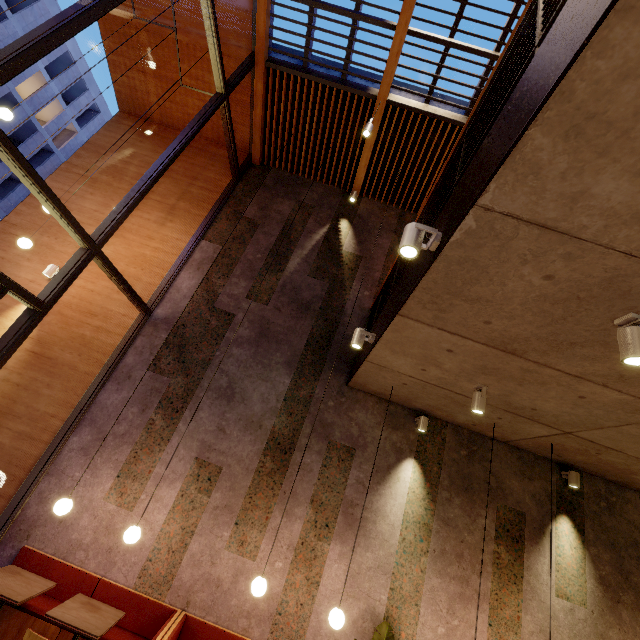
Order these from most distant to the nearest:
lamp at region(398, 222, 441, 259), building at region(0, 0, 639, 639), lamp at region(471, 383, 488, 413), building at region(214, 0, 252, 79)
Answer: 1. building at region(214, 0, 252, 79)
2. lamp at region(471, 383, 488, 413)
3. lamp at region(398, 222, 441, 259)
4. building at region(0, 0, 639, 639)

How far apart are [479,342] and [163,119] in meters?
9.5

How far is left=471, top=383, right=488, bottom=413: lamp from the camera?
3.9m

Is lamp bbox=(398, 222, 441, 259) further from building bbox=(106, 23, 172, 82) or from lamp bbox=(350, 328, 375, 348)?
lamp bbox=(350, 328, 375, 348)

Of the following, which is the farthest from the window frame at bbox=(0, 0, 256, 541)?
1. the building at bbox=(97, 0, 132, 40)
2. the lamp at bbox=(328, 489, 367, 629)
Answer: the lamp at bbox=(328, 489, 367, 629)

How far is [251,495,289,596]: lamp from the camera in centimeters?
384cm

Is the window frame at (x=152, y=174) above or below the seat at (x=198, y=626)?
above

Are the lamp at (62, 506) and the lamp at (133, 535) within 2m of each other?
yes
